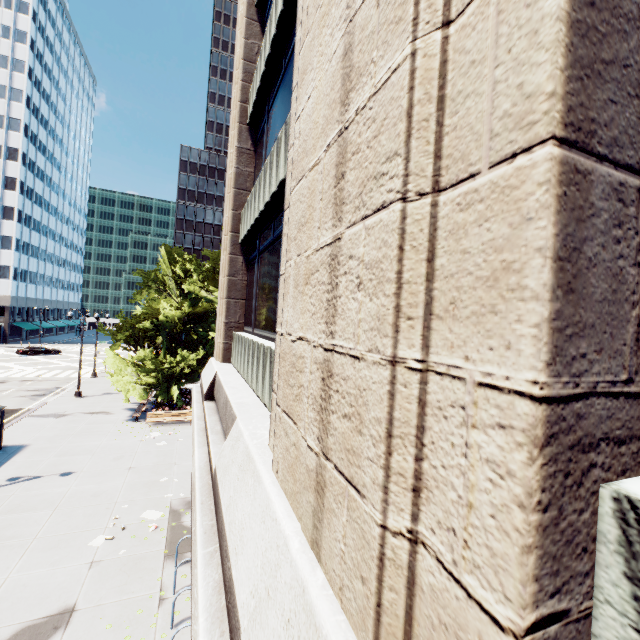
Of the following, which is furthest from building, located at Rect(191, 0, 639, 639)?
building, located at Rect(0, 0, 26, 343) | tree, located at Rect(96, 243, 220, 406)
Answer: building, located at Rect(0, 0, 26, 343)

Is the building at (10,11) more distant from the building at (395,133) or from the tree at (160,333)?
the building at (395,133)

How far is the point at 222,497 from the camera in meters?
3.7 m

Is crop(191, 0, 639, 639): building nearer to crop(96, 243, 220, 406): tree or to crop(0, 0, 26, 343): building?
crop(96, 243, 220, 406): tree

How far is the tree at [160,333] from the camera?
22.91m
